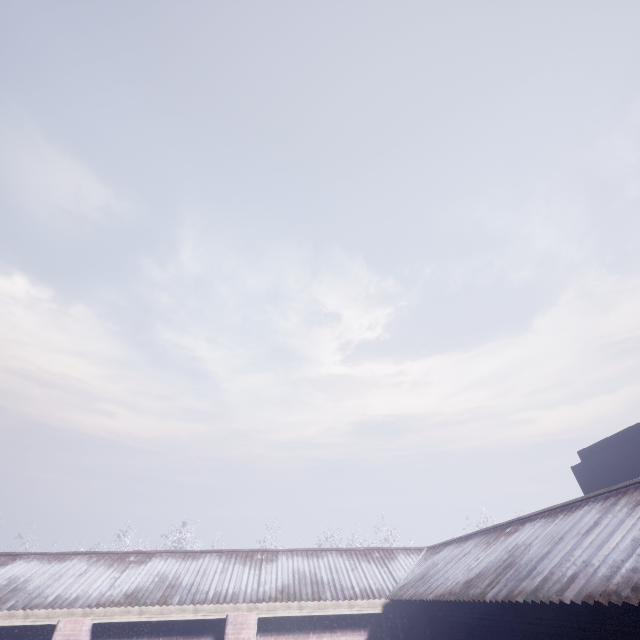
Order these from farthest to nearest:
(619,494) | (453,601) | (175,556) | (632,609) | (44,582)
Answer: (175,556) < (44,582) < (453,601) < (619,494) < (632,609)
